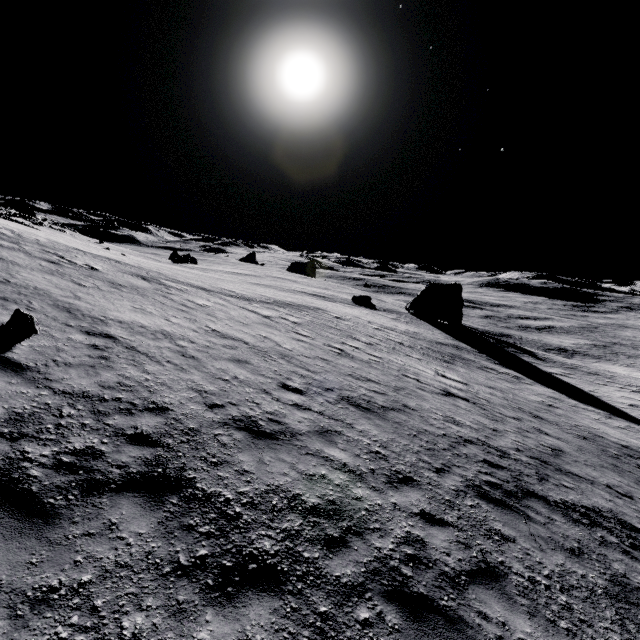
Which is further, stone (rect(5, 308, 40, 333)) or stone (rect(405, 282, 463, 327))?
stone (rect(405, 282, 463, 327))

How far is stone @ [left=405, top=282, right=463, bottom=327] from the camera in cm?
4528

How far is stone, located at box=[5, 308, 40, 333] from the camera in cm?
782

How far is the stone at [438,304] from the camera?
45.3 meters

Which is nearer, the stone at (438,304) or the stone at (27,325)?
the stone at (27,325)

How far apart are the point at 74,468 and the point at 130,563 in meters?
1.9
